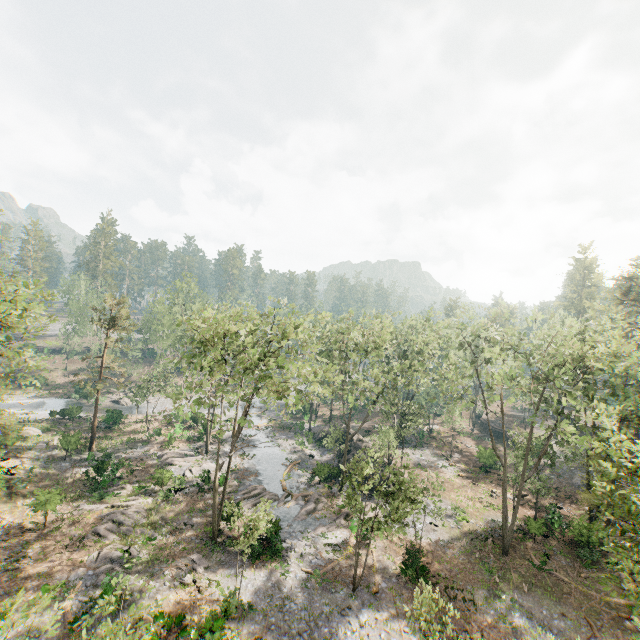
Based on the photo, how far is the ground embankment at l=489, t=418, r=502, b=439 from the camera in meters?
52.1 m

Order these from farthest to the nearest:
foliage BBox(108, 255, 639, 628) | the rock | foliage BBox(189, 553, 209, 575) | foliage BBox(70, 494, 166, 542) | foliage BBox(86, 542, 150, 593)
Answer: the rock < foliage BBox(70, 494, 166, 542) < foliage BBox(189, 553, 209, 575) < foliage BBox(108, 255, 639, 628) < foliage BBox(86, 542, 150, 593)

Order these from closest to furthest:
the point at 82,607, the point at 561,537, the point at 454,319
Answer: the point at 82,607 → the point at 561,537 → the point at 454,319

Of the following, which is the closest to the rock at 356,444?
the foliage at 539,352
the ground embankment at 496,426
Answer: the foliage at 539,352

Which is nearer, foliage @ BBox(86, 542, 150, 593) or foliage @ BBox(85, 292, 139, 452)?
foliage @ BBox(86, 542, 150, 593)

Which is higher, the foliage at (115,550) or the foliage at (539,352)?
the foliage at (539,352)

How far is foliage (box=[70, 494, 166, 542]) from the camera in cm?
2456
